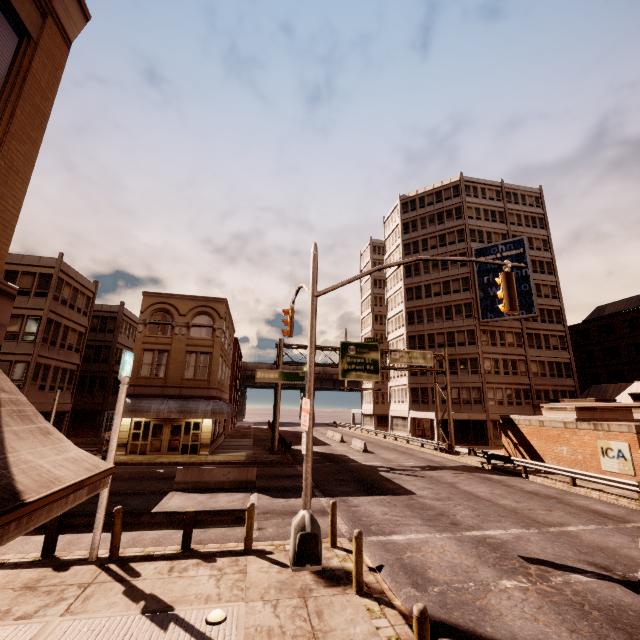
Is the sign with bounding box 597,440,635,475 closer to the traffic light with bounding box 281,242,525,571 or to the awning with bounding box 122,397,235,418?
the traffic light with bounding box 281,242,525,571

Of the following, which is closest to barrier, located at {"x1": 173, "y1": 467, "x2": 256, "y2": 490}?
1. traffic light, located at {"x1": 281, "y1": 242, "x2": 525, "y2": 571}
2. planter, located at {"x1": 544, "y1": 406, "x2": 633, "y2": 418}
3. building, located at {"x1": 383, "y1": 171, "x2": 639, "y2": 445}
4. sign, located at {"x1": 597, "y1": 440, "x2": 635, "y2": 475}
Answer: traffic light, located at {"x1": 281, "y1": 242, "x2": 525, "y2": 571}

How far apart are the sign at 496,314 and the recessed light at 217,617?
42.7 meters

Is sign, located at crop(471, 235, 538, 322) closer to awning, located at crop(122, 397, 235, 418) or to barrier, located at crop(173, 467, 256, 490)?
awning, located at crop(122, 397, 235, 418)

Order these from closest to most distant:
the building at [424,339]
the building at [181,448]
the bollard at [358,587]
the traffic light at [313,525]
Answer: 1. the bollard at [358,587]
2. the traffic light at [313,525]
3. the building at [181,448]
4. the building at [424,339]

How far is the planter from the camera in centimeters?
2259cm

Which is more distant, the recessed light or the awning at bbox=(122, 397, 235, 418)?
the awning at bbox=(122, 397, 235, 418)

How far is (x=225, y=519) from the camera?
9.7 meters
